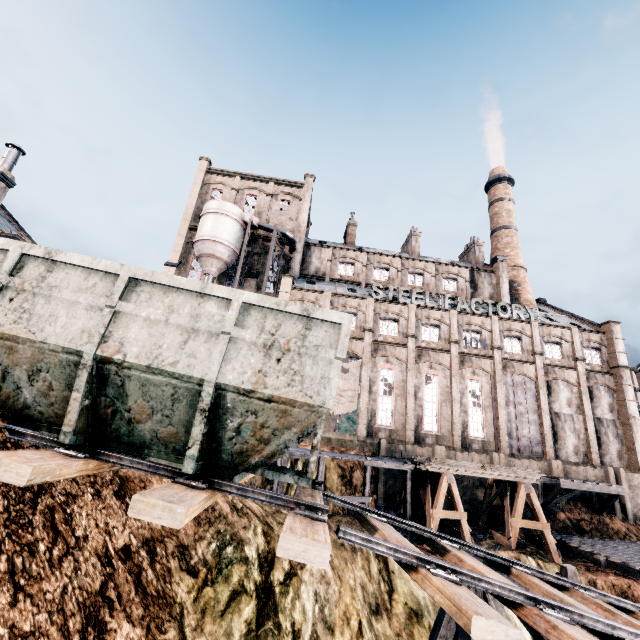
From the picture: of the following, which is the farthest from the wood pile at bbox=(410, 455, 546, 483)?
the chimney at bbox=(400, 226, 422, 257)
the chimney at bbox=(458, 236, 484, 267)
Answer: the chimney at bbox=(458, 236, 484, 267)

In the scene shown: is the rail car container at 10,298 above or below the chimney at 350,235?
below

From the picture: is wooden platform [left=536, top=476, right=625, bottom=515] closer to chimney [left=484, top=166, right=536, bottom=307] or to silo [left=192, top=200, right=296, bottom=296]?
chimney [left=484, top=166, right=536, bottom=307]

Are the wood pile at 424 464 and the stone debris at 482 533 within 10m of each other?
yes

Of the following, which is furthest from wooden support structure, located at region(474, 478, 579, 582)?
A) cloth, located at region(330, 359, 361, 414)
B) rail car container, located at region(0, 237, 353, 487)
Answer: rail car container, located at region(0, 237, 353, 487)

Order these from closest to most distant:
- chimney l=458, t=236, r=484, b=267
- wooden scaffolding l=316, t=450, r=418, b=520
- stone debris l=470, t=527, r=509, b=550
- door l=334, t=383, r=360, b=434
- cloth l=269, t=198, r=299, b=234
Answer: stone debris l=470, t=527, r=509, b=550, wooden scaffolding l=316, t=450, r=418, b=520, cloth l=269, t=198, r=299, b=234, chimney l=458, t=236, r=484, b=267, door l=334, t=383, r=360, b=434

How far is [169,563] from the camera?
6.6m

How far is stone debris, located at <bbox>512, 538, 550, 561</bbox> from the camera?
18.3m
